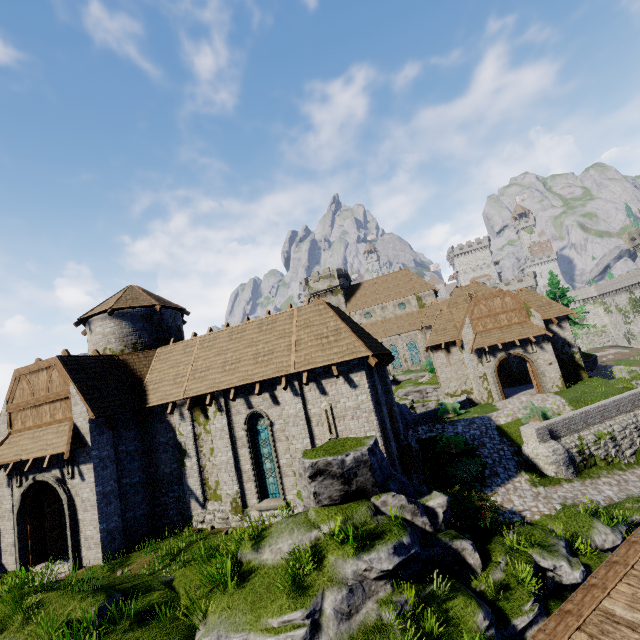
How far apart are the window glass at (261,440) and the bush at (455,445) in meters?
10.6

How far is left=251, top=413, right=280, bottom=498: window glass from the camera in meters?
14.6

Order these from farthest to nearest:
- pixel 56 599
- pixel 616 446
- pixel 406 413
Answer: pixel 406 413
pixel 616 446
pixel 56 599

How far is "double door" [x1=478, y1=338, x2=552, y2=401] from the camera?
26.5m

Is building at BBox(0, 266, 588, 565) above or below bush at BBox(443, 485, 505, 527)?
above

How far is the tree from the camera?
37.0m

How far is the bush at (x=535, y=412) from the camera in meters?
20.2 m

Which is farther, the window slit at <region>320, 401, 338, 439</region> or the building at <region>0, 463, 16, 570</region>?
the building at <region>0, 463, 16, 570</region>
